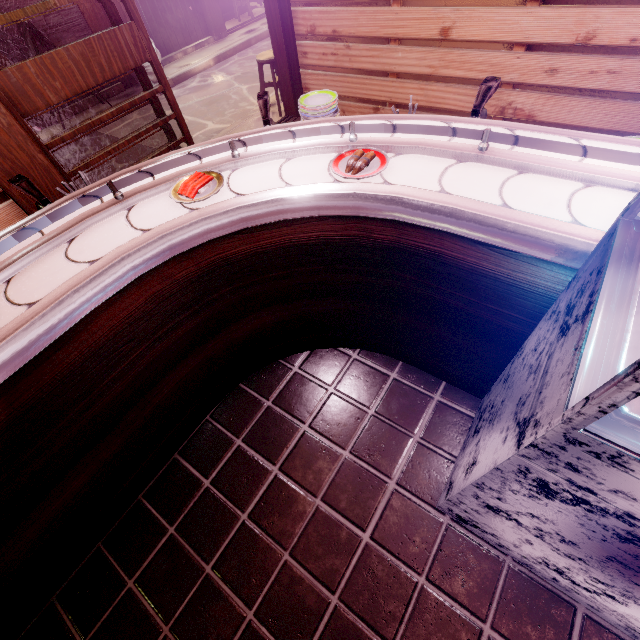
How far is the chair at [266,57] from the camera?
8.8m

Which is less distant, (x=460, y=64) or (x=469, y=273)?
(x=469, y=273)

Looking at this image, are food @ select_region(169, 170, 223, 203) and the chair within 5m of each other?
no

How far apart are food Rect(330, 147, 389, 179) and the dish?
1.4 meters

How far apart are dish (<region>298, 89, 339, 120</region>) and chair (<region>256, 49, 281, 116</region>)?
6.26m

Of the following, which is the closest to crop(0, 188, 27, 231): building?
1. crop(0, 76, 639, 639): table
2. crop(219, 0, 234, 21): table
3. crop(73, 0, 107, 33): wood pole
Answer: crop(0, 76, 639, 639): table

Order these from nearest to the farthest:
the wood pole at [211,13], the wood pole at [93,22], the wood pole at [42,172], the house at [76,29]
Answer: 1. the wood pole at [42,172]
2. the house at [76,29]
3. the wood pole at [93,22]
4. the wood pole at [211,13]

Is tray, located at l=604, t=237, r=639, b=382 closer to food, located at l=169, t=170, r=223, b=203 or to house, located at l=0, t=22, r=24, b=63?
food, located at l=169, t=170, r=223, b=203
